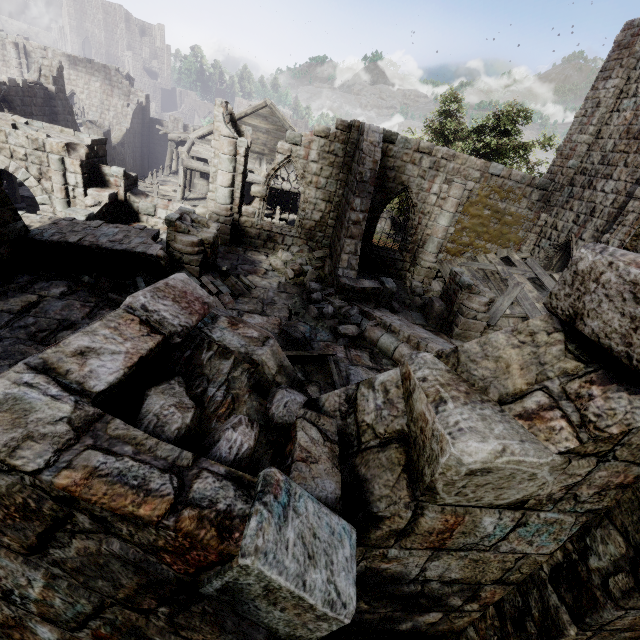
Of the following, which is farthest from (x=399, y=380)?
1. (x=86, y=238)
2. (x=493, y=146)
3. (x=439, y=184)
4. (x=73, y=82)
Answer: (x=73, y=82)

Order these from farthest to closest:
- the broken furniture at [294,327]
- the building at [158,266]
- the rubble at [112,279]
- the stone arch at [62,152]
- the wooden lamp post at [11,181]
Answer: the wooden lamp post at [11,181], the stone arch at [62,152], the rubble at [112,279], the broken furniture at [294,327], the building at [158,266]

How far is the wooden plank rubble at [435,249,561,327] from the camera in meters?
12.8

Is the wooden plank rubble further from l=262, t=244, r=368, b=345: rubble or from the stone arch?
the stone arch

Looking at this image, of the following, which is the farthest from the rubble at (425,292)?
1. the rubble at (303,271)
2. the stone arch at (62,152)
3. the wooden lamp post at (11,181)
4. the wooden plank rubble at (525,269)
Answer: the wooden lamp post at (11,181)

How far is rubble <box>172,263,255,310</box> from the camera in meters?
9.6 m

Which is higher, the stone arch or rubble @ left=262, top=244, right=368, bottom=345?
the stone arch

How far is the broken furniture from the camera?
7.85m
